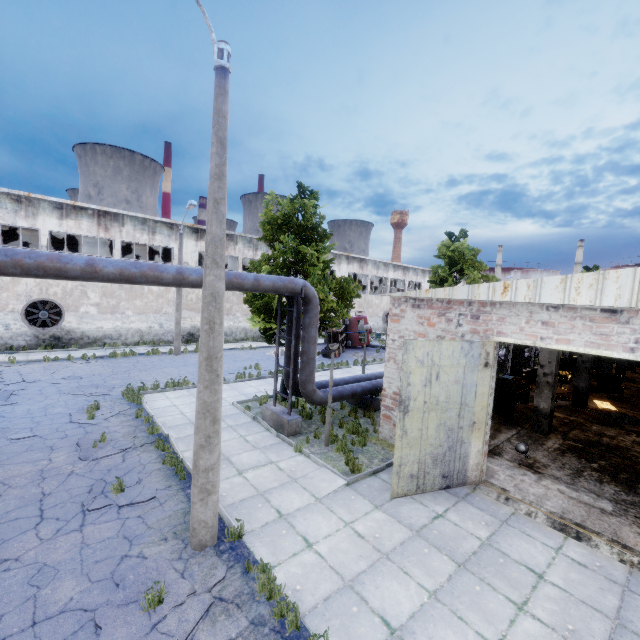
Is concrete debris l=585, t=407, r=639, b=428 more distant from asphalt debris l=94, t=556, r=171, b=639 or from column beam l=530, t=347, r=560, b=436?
asphalt debris l=94, t=556, r=171, b=639

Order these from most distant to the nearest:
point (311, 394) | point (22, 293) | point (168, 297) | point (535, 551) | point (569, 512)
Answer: point (168, 297) → point (22, 293) → point (311, 394) → point (569, 512) → point (535, 551)

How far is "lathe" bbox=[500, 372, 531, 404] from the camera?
14.9 meters

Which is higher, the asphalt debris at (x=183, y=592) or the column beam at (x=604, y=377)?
the column beam at (x=604, y=377)

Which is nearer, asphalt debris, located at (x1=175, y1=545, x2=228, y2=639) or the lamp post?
asphalt debris, located at (x1=175, y1=545, x2=228, y2=639)

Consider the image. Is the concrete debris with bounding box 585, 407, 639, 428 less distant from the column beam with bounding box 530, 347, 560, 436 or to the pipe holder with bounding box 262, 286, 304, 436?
the column beam with bounding box 530, 347, 560, 436

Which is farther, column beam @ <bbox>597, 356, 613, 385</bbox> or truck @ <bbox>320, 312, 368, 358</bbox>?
truck @ <bbox>320, 312, 368, 358</bbox>

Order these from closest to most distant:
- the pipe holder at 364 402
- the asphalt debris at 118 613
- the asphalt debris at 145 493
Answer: the asphalt debris at 118 613 < the asphalt debris at 145 493 < the pipe holder at 364 402
